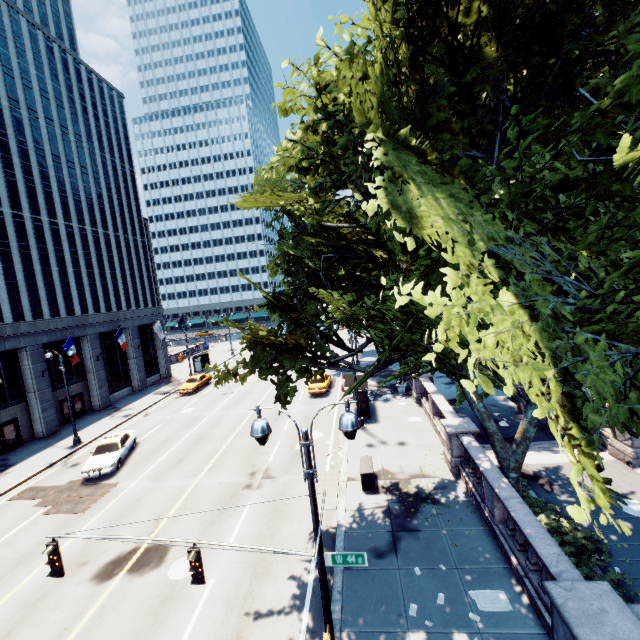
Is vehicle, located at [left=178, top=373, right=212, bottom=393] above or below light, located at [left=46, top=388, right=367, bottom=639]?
below

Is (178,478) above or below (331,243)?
below

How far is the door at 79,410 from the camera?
30.5 meters

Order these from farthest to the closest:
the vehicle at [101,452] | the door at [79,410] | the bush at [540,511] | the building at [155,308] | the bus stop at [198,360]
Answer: the bus stop at [198,360] < the door at [79,410] < the building at [155,308] < the vehicle at [101,452] < the bush at [540,511]

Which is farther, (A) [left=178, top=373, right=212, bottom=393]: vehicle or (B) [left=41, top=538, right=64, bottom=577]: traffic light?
(A) [left=178, top=373, right=212, bottom=393]: vehicle

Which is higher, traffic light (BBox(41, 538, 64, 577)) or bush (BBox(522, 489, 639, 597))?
traffic light (BBox(41, 538, 64, 577))

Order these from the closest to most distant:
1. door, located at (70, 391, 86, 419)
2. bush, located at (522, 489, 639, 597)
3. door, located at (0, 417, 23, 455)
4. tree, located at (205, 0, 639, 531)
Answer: tree, located at (205, 0, 639, 531) → bush, located at (522, 489, 639, 597) → door, located at (0, 417, 23, 455) → door, located at (70, 391, 86, 419)

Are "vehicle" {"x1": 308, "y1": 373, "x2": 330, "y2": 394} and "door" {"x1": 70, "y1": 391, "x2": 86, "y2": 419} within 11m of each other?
no
